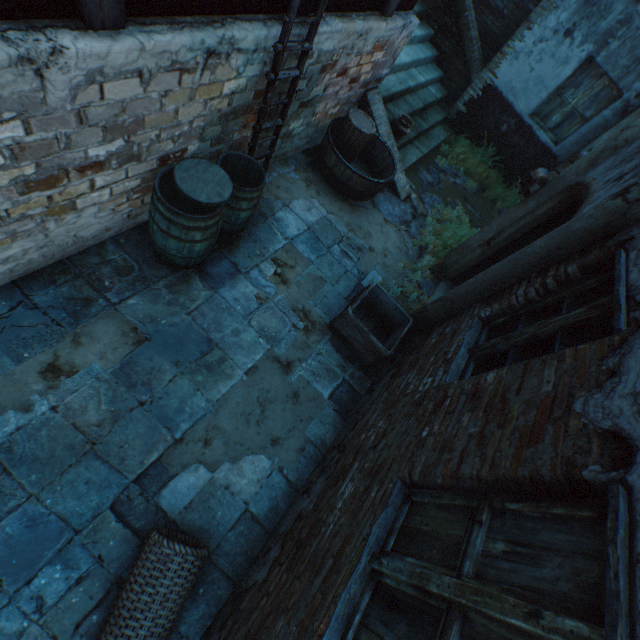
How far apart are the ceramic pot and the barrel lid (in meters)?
4.33

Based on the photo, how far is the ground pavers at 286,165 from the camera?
5.0 meters

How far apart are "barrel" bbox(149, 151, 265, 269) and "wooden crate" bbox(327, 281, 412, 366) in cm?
173

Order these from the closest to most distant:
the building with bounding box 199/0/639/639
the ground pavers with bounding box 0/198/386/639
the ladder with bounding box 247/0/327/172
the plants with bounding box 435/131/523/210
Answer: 1. the building with bounding box 199/0/639/639
2. the ground pavers with bounding box 0/198/386/639
3. the ladder with bounding box 247/0/327/172
4. the plants with bounding box 435/131/523/210

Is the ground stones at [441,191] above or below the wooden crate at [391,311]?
below

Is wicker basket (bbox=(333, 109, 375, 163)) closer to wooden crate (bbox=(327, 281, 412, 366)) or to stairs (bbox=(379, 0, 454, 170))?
stairs (bbox=(379, 0, 454, 170))

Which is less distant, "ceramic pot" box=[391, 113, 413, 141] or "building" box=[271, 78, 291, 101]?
"building" box=[271, 78, 291, 101]

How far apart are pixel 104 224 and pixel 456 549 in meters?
3.9 m
